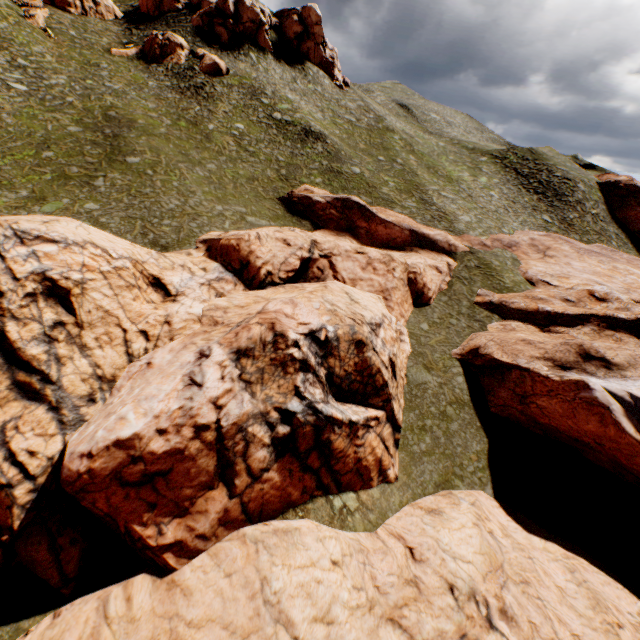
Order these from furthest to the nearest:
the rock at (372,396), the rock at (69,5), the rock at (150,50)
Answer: the rock at (150,50) → the rock at (69,5) → the rock at (372,396)

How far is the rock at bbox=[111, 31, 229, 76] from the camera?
40.6 meters

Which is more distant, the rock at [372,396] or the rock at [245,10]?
the rock at [245,10]

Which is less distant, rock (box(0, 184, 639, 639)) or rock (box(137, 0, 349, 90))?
rock (box(0, 184, 639, 639))

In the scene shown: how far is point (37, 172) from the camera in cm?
2481

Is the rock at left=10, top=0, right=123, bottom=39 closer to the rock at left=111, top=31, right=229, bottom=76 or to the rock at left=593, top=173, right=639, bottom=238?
the rock at left=111, top=31, right=229, bottom=76

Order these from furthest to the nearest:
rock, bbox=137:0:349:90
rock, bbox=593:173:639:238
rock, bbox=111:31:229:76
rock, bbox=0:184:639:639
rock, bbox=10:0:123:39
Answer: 1. rock, bbox=593:173:639:238
2. rock, bbox=137:0:349:90
3. rock, bbox=111:31:229:76
4. rock, bbox=10:0:123:39
5. rock, bbox=0:184:639:639
